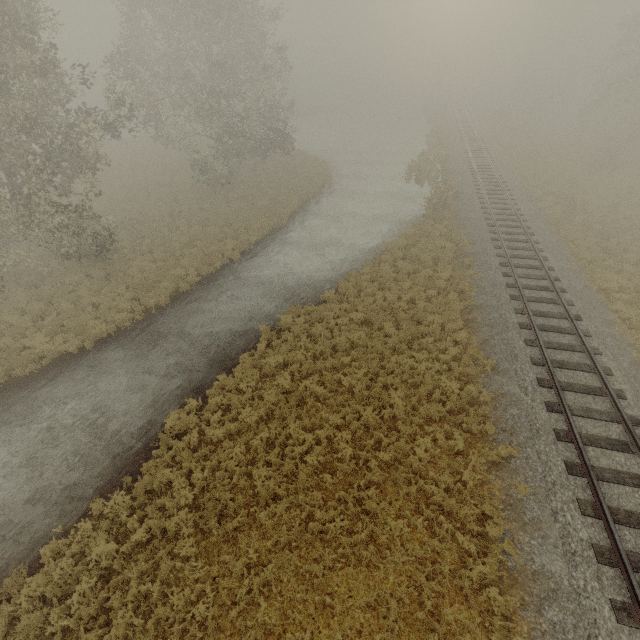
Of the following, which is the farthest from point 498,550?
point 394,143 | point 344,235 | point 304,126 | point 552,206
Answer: point 304,126

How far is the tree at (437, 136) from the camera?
23.3m

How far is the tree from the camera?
23.3 meters
